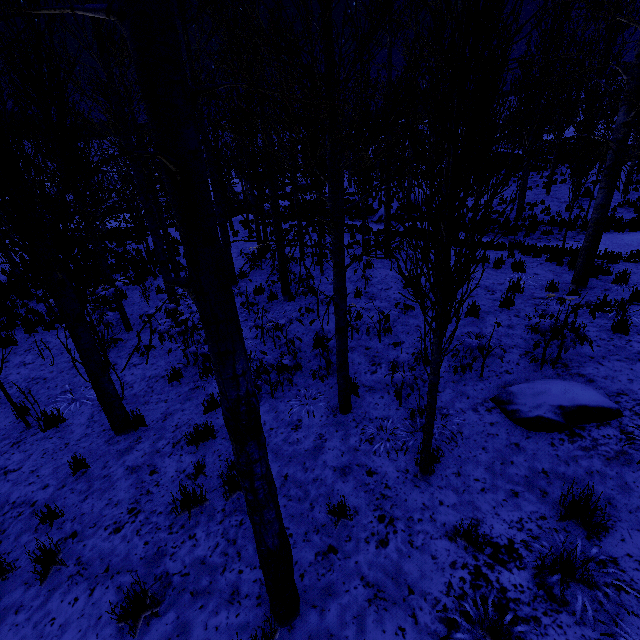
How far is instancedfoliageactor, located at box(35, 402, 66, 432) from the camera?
5.62m

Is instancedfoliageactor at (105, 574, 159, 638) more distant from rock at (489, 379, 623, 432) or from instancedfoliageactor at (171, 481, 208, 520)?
instancedfoliageactor at (171, 481, 208, 520)

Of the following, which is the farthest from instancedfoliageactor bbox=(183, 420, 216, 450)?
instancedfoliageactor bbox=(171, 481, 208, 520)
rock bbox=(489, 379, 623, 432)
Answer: instancedfoliageactor bbox=(171, 481, 208, 520)

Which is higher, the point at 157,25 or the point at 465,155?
the point at 157,25

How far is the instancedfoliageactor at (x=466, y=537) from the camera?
2.9 meters

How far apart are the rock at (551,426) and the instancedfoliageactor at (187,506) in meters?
4.0

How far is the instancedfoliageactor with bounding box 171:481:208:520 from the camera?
3.7 meters
